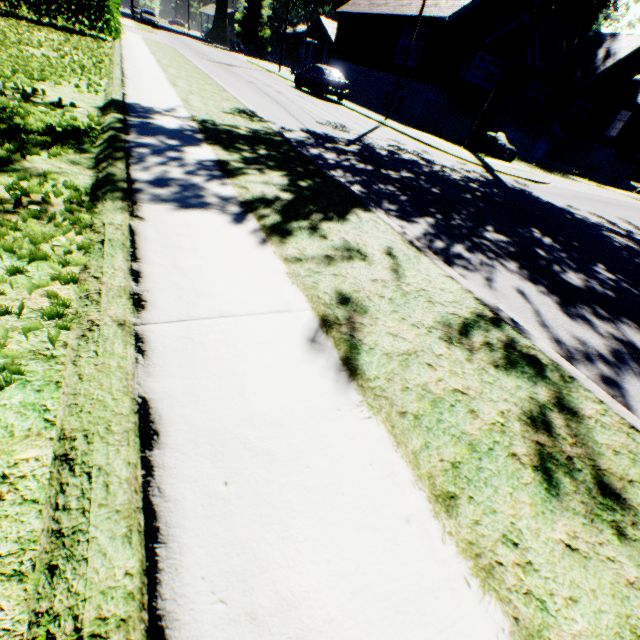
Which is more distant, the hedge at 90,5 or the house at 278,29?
the house at 278,29

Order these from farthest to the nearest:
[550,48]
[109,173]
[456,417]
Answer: [550,48], [109,173], [456,417]

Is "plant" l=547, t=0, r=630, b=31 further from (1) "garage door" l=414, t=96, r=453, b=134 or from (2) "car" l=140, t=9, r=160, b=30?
(1) "garage door" l=414, t=96, r=453, b=134

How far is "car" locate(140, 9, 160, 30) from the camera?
38.3m

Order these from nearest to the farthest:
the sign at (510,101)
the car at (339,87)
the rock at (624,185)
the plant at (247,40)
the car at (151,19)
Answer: the sign at (510,101) → the car at (339,87) → the rock at (624,185) → the car at (151,19) → the plant at (247,40)

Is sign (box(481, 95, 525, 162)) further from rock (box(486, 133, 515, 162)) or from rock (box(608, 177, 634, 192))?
rock (box(608, 177, 634, 192))

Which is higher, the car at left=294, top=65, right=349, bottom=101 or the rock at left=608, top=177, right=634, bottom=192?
the car at left=294, top=65, right=349, bottom=101

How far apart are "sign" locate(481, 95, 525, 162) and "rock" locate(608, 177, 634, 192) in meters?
23.1
